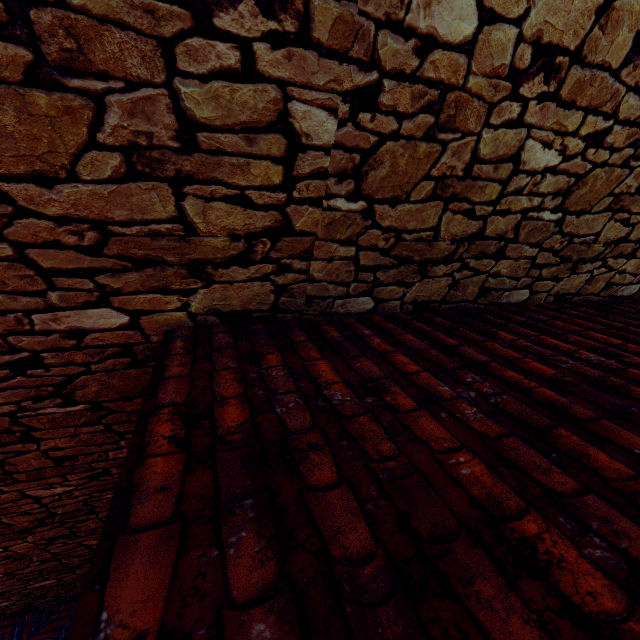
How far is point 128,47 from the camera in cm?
90
